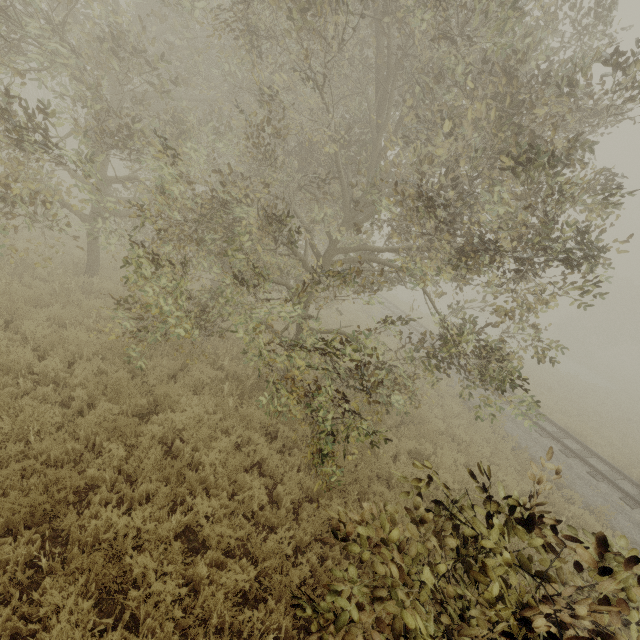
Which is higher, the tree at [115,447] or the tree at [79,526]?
the tree at [115,447]

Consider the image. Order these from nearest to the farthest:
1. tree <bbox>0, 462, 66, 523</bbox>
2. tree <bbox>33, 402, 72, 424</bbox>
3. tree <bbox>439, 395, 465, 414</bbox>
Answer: tree <bbox>0, 462, 66, 523</bbox> < tree <bbox>33, 402, 72, 424</bbox> < tree <bbox>439, 395, 465, 414</bbox>

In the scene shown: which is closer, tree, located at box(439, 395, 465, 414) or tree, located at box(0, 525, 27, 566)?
tree, located at box(0, 525, 27, 566)

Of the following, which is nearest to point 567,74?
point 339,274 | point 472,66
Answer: point 472,66

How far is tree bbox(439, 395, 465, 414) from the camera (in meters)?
11.62

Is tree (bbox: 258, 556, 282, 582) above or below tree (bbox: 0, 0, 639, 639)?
above

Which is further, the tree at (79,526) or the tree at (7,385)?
the tree at (7,385)
